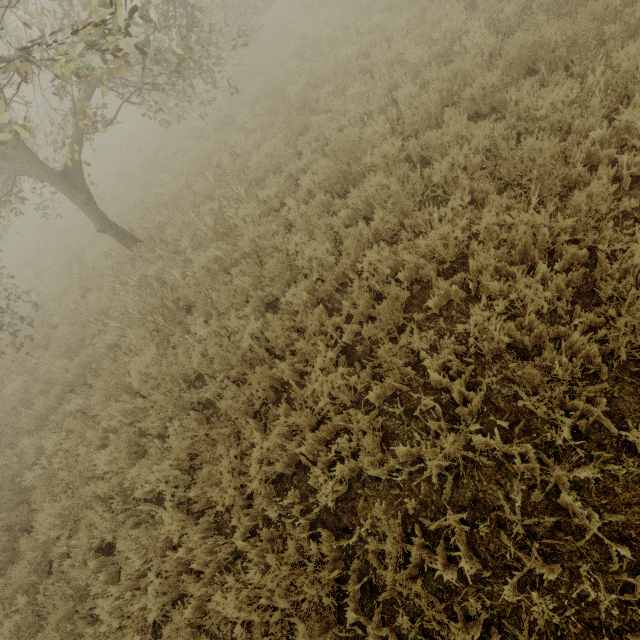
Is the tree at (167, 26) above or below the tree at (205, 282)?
above

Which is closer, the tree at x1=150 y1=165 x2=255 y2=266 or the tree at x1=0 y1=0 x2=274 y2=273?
the tree at x1=0 y1=0 x2=274 y2=273

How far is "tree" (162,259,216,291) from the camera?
6.12m

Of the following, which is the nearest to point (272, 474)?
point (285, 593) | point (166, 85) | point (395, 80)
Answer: point (285, 593)

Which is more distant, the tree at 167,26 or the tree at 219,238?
the tree at 219,238
